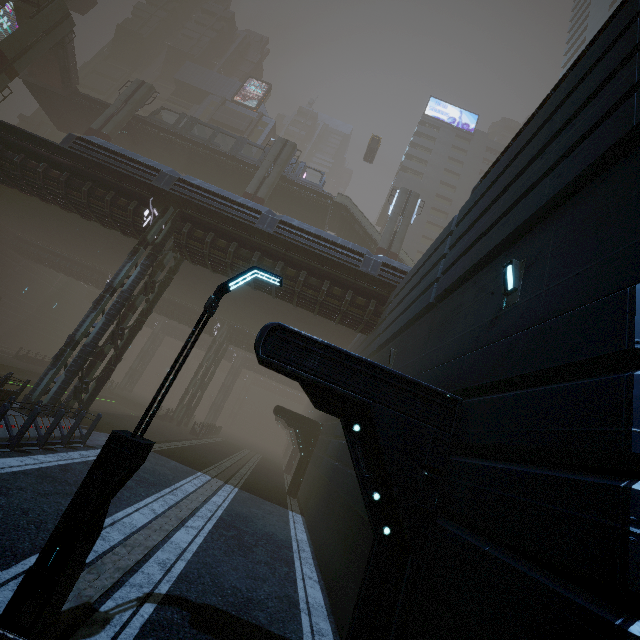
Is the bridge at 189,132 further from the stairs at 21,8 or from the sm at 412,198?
the stairs at 21,8

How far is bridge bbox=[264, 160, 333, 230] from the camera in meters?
34.5 m

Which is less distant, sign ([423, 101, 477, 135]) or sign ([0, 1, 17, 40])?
sign ([0, 1, 17, 40])

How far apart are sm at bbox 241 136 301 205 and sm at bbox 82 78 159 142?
12.9 meters

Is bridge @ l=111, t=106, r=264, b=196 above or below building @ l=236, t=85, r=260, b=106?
below

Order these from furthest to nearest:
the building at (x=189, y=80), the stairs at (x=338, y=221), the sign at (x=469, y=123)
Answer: the sign at (x=469, y=123) → the building at (x=189, y=80) → the stairs at (x=338, y=221)

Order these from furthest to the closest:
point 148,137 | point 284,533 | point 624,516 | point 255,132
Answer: point 255,132 → point 148,137 → point 284,533 → point 624,516

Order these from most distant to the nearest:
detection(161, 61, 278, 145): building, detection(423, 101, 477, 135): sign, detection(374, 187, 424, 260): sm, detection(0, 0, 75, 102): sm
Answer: detection(423, 101, 477, 135): sign
detection(161, 61, 278, 145): building
detection(374, 187, 424, 260): sm
detection(0, 0, 75, 102): sm
